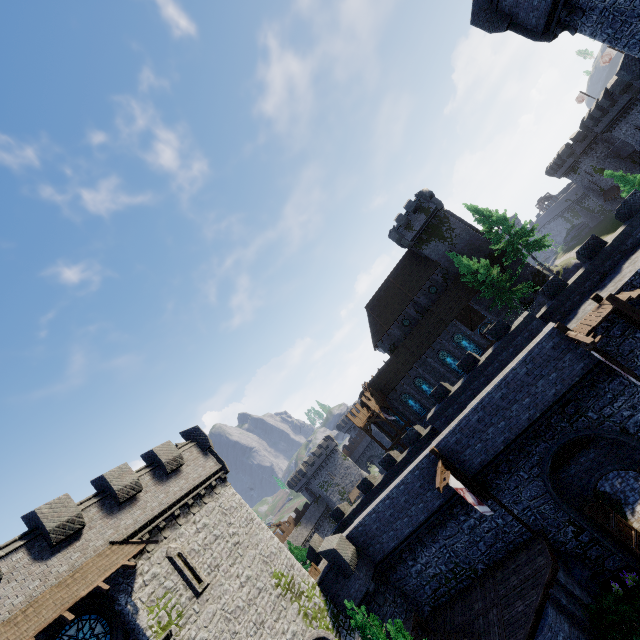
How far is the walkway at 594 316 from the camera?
14.91m

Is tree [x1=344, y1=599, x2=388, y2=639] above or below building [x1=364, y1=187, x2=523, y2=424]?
below

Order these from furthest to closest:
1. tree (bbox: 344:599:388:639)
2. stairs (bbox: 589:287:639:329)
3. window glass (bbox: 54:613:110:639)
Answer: stairs (bbox: 589:287:639:329), window glass (bbox: 54:613:110:639), tree (bbox: 344:599:388:639)

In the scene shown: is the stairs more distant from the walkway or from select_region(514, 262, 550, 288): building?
select_region(514, 262, 550, 288): building

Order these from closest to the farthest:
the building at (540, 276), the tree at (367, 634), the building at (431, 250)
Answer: the tree at (367, 634) → the building at (540, 276) → the building at (431, 250)

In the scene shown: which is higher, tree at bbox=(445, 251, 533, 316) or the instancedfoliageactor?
tree at bbox=(445, 251, 533, 316)

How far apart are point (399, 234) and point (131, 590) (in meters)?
44.54

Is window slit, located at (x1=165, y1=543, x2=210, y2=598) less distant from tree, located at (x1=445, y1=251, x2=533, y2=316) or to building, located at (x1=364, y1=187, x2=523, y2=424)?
building, located at (x1=364, y1=187, x2=523, y2=424)
